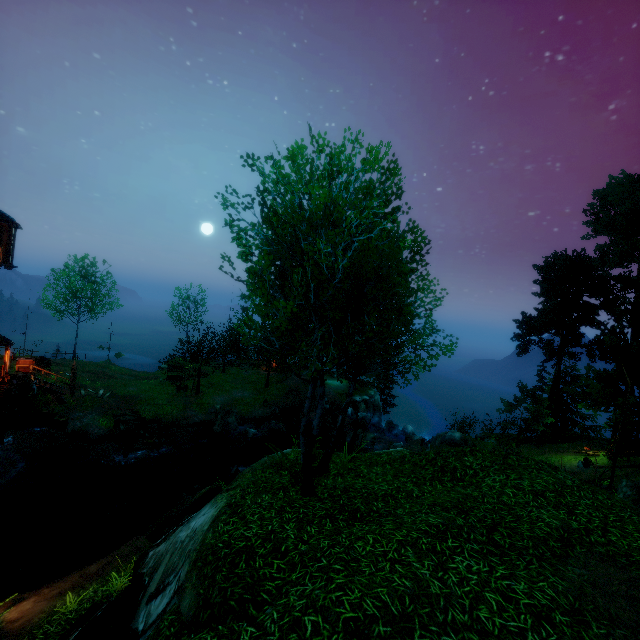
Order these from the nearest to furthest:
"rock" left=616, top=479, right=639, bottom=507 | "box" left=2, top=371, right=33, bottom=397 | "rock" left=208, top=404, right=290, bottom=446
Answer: "rock" left=616, top=479, right=639, bottom=507 → "box" left=2, top=371, right=33, bottom=397 → "rock" left=208, top=404, right=290, bottom=446

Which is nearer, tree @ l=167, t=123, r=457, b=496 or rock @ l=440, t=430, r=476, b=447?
tree @ l=167, t=123, r=457, b=496

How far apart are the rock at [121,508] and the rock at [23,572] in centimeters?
569cm

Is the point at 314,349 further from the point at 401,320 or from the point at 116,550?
the point at 116,550

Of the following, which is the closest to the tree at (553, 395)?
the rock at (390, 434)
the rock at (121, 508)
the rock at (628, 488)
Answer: the rock at (628, 488)

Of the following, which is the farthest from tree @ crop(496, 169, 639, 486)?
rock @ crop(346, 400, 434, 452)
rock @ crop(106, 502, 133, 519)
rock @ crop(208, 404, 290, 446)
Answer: rock @ crop(106, 502, 133, 519)

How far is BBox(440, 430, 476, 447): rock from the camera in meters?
24.1 m

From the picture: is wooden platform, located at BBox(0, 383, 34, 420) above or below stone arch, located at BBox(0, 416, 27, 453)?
above
